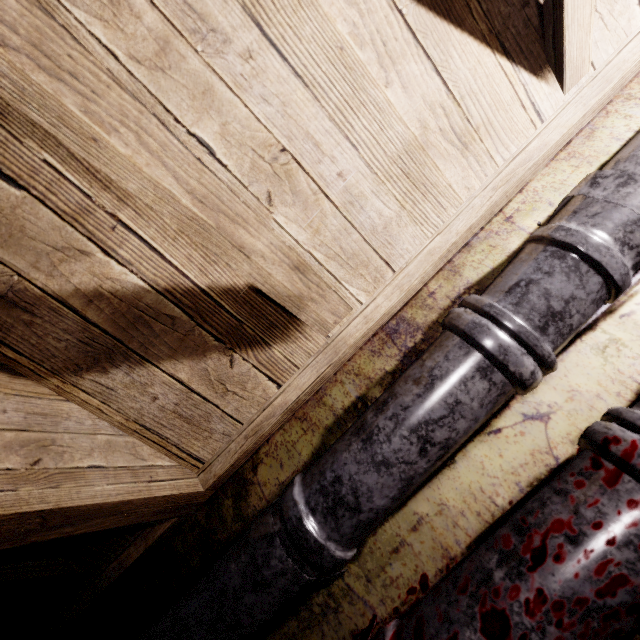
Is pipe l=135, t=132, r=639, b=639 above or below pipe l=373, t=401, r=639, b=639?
above

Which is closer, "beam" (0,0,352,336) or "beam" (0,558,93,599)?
"beam" (0,0,352,336)

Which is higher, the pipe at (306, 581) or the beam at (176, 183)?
the beam at (176, 183)

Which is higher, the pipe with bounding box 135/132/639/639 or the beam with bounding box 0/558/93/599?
the beam with bounding box 0/558/93/599

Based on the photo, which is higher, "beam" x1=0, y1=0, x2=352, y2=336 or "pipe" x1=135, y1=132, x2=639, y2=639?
"beam" x1=0, y1=0, x2=352, y2=336

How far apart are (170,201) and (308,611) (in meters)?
1.00

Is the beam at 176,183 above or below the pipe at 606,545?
above

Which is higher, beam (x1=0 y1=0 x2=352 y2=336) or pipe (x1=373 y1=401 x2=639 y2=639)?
beam (x1=0 y1=0 x2=352 y2=336)
